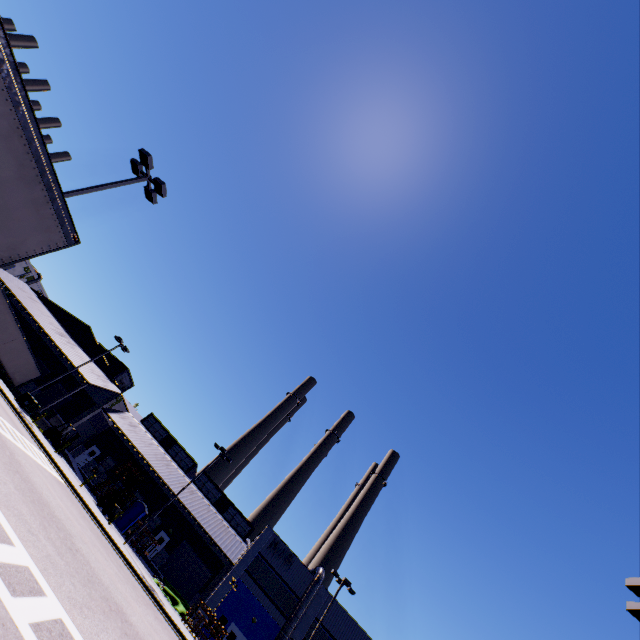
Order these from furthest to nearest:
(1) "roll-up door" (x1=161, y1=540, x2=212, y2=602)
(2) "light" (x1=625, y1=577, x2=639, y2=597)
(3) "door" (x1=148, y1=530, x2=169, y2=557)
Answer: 1. (3) "door" (x1=148, y1=530, x2=169, y2=557)
2. (1) "roll-up door" (x1=161, y1=540, x2=212, y2=602)
3. (2) "light" (x1=625, y1=577, x2=639, y2=597)

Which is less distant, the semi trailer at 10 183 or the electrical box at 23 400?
the semi trailer at 10 183

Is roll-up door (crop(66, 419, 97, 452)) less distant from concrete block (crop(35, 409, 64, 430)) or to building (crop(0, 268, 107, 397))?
building (crop(0, 268, 107, 397))

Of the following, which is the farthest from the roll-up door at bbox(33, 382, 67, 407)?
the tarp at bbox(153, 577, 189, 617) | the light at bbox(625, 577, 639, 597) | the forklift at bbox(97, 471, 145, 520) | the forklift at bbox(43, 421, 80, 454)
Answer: the light at bbox(625, 577, 639, 597)

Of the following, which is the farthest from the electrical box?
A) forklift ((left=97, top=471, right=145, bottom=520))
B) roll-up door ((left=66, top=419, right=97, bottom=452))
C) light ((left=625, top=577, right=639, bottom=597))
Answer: light ((left=625, top=577, right=639, bottom=597))

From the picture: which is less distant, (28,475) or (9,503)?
(9,503)

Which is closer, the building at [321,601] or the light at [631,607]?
the light at [631,607]

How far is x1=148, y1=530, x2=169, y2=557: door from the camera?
36.9m
